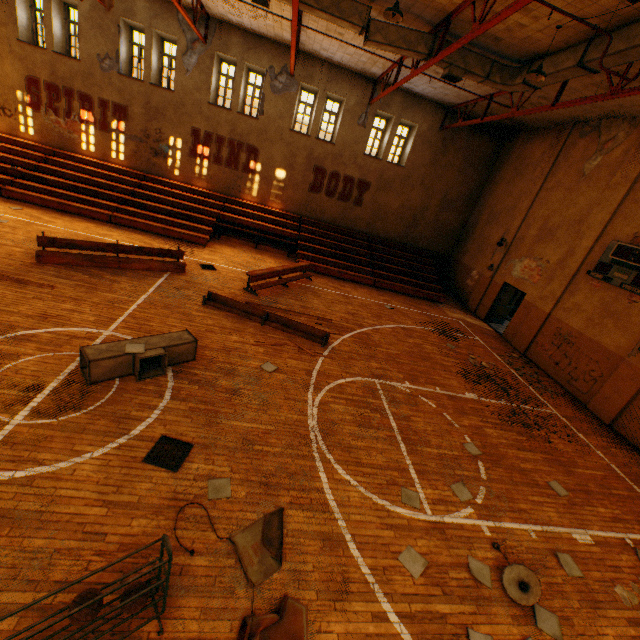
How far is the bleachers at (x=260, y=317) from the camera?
9.6m

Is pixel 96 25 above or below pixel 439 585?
above

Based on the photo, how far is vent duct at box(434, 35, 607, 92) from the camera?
7.4m

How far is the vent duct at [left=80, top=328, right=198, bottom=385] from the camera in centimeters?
579cm

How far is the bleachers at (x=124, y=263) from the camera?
9.3m

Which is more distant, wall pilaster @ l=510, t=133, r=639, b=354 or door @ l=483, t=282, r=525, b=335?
door @ l=483, t=282, r=525, b=335

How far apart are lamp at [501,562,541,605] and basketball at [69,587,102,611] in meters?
5.0

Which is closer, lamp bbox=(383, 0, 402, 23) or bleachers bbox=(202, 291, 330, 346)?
lamp bbox=(383, 0, 402, 23)
